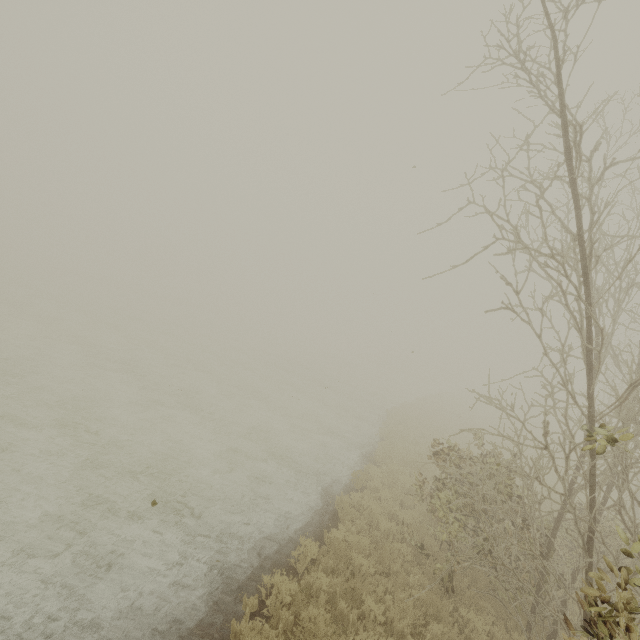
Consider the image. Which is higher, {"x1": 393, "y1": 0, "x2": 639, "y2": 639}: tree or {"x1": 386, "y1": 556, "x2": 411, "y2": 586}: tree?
{"x1": 393, "y1": 0, "x2": 639, "y2": 639}: tree

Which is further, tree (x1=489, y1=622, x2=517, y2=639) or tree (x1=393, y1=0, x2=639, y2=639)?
tree (x1=489, y1=622, x2=517, y2=639)

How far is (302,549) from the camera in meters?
7.3

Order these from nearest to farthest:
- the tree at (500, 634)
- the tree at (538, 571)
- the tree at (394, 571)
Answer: the tree at (538, 571) → the tree at (500, 634) → the tree at (394, 571)

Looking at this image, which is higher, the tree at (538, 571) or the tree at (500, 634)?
the tree at (538, 571)

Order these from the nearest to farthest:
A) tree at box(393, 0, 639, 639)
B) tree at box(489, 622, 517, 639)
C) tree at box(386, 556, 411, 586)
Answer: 1. tree at box(393, 0, 639, 639)
2. tree at box(489, 622, 517, 639)
3. tree at box(386, 556, 411, 586)
